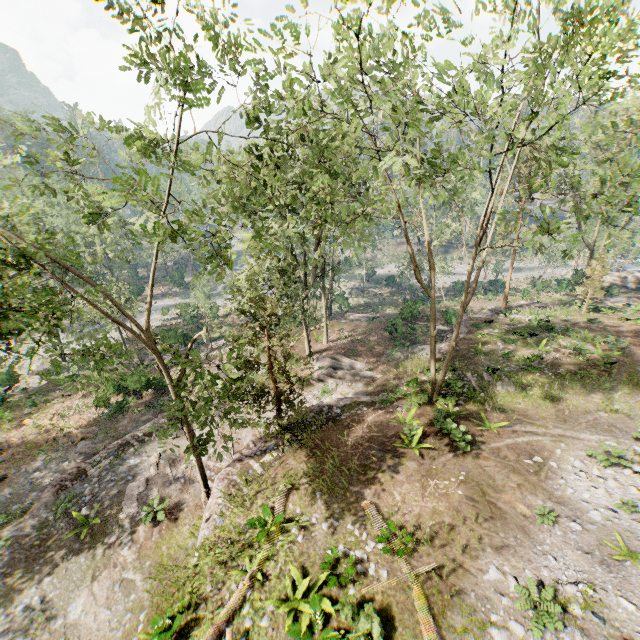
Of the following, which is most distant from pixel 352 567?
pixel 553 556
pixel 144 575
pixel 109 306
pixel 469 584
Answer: pixel 109 306

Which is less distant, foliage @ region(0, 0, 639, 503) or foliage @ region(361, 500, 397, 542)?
foliage @ region(0, 0, 639, 503)

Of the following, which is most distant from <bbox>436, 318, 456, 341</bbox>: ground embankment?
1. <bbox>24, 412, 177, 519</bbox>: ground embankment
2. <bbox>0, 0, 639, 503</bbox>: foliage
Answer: <bbox>24, 412, 177, 519</bbox>: ground embankment

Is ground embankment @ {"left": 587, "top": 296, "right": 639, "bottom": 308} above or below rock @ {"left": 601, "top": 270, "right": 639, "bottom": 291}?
above

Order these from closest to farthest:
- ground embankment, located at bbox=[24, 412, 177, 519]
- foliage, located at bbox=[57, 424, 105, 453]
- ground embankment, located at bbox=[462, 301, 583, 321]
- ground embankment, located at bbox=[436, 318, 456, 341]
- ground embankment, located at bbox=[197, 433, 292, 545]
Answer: ground embankment, located at bbox=[197, 433, 292, 545], ground embankment, located at bbox=[24, 412, 177, 519], foliage, located at bbox=[57, 424, 105, 453], ground embankment, located at bbox=[436, 318, 456, 341], ground embankment, located at bbox=[462, 301, 583, 321]

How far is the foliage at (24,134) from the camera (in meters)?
10.29

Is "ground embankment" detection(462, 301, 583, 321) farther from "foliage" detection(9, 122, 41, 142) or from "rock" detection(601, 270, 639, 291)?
"rock" detection(601, 270, 639, 291)

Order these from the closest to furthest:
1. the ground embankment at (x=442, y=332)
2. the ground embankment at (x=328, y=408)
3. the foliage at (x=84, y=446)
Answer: the ground embankment at (x=328, y=408) → the foliage at (x=84, y=446) → the ground embankment at (x=442, y=332)
